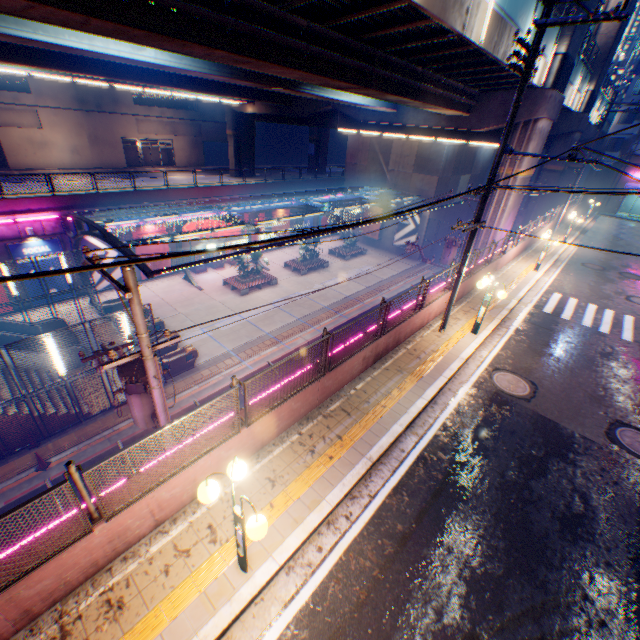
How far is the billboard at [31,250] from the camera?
20.1 meters

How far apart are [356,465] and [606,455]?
6.57m

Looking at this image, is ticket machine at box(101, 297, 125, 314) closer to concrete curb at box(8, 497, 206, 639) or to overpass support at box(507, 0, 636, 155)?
overpass support at box(507, 0, 636, 155)

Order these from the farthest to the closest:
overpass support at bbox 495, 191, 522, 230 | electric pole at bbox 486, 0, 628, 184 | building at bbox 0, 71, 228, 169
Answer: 1. building at bbox 0, 71, 228, 169
2. overpass support at bbox 495, 191, 522, 230
3. electric pole at bbox 486, 0, 628, 184

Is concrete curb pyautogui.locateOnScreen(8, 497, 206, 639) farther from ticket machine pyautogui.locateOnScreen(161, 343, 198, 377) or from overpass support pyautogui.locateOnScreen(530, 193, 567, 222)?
ticket machine pyautogui.locateOnScreen(161, 343, 198, 377)

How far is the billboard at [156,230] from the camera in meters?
24.8

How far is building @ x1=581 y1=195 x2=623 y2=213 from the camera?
40.81m

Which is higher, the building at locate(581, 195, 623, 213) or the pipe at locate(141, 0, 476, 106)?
the pipe at locate(141, 0, 476, 106)
